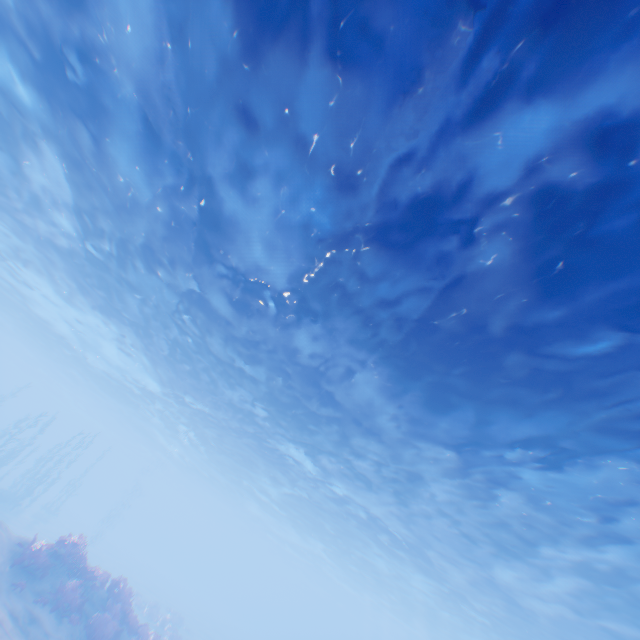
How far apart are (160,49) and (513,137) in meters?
8.2
